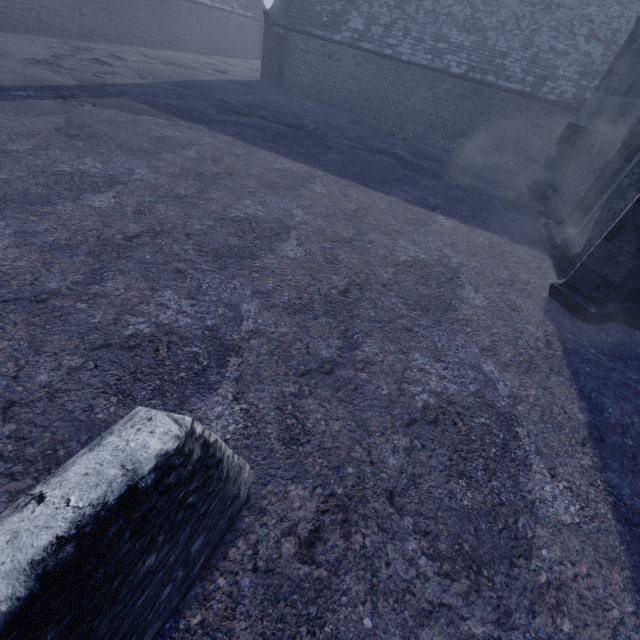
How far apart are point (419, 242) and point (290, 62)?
19.03m
